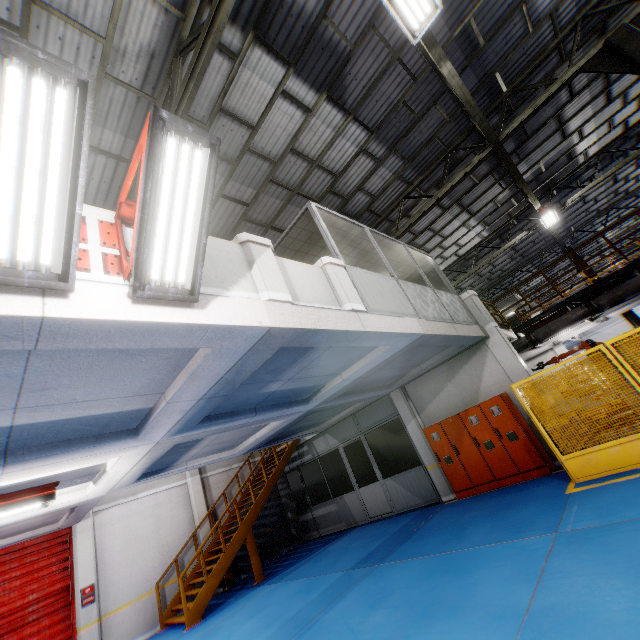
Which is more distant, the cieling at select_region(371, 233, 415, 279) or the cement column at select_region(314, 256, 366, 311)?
the cieling at select_region(371, 233, 415, 279)

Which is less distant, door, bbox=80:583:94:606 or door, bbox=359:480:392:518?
door, bbox=80:583:94:606

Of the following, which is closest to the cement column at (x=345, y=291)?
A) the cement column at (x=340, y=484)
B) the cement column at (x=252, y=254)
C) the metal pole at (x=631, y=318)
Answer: the cement column at (x=252, y=254)

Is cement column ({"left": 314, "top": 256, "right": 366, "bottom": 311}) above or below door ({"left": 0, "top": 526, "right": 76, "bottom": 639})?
above

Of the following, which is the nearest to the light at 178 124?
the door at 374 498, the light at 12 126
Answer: the light at 12 126

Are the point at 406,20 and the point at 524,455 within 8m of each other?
no

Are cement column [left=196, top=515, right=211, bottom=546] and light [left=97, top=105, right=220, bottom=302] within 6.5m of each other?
no

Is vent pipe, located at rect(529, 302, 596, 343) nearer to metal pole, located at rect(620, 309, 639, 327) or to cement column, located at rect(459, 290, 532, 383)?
cement column, located at rect(459, 290, 532, 383)
